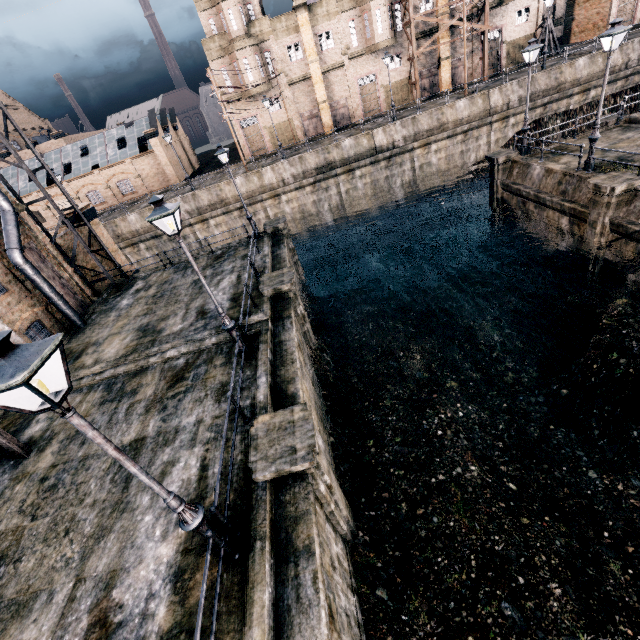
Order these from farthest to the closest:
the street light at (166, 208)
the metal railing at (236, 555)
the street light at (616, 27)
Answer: the street light at (616, 27), the street light at (166, 208), the metal railing at (236, 555)

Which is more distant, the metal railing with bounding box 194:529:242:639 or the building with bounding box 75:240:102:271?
the building with bounding box 75:240:102:271

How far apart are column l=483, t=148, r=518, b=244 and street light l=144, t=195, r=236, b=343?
20.3m

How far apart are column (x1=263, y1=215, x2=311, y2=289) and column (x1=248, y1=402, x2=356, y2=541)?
15.4m

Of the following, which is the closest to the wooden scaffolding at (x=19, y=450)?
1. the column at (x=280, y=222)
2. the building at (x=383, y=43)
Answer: the column at (x=280, y=222)

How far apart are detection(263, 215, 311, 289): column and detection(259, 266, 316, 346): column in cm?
686

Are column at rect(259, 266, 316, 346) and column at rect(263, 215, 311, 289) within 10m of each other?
yes

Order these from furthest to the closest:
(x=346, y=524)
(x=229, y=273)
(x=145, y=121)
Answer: (x=145, y=121), (x=229, y=273), (x=346, y=524)
